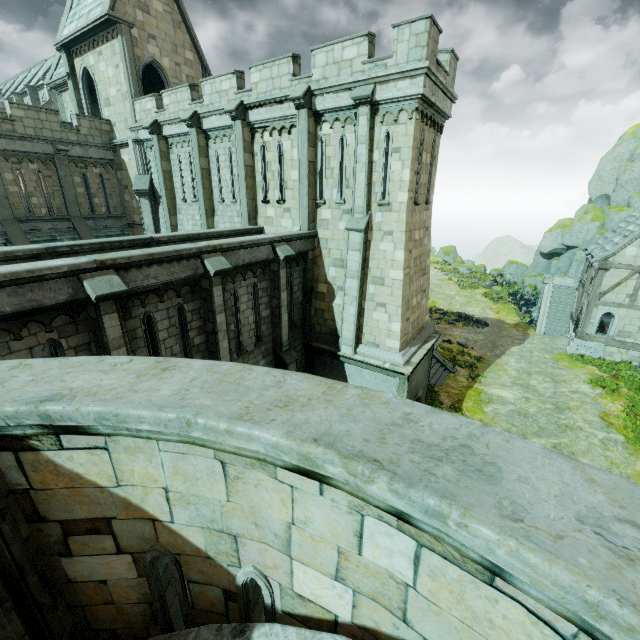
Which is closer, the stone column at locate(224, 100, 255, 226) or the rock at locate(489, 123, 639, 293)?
the stone column at locate(224, 100, 255, 226)

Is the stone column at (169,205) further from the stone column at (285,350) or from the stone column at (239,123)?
the stone column at (285,350)

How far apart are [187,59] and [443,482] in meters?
27.8 m

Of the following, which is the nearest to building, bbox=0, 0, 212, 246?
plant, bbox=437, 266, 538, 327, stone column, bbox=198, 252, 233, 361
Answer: stone column, bbox=198, 252, 233, 361

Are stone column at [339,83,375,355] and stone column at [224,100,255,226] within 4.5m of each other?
no

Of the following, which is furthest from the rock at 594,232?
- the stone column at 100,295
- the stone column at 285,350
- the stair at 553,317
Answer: the stone column at 100,295

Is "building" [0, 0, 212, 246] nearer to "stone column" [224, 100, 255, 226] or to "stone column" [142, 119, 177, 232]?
"stone column" [142, 119, 177, 232]

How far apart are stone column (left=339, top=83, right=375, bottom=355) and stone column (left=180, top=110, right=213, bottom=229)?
8.6m
